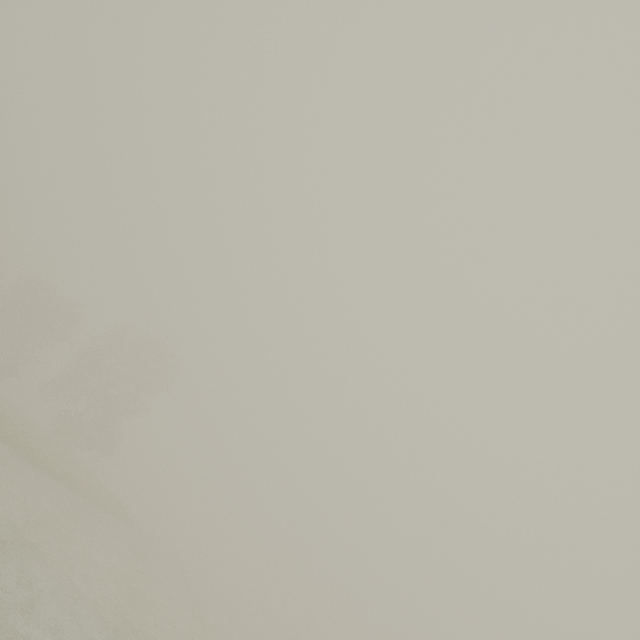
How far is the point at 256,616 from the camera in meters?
40.7 m
